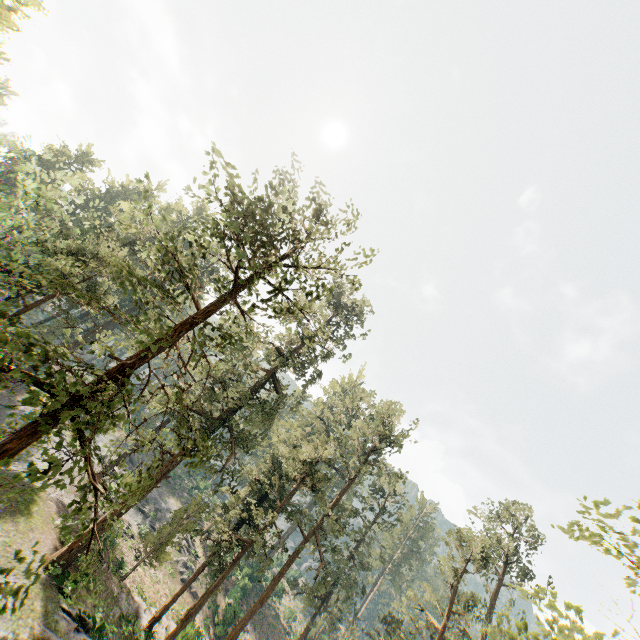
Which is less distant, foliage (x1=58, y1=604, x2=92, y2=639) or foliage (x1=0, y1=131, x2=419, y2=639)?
foliage (x1=0, y1=131, x2=419, y2=639)

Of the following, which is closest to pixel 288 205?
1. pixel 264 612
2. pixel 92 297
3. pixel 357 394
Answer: pixel 92 297

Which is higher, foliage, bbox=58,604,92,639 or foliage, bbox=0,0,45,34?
foliage, bbox=0,0,45,34

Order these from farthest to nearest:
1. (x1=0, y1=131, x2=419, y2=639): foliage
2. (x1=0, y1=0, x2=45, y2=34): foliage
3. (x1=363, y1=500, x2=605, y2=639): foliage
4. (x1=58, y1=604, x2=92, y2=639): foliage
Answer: (x1=0, y1=0, x2=45, y2=34): foliage
(x1=58, y1=604, x2=92, y2=639): foliage
(x1=0, y1=131, x2=419, y2=639): foliage
(x1=363, y1=500, x2=605, y2=639): foliage

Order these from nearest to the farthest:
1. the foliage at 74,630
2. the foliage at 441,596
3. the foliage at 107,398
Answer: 1. the foliage at 441,596
2. the foliage at 107,398
3. the foliage at 74,630

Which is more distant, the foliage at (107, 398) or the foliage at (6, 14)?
the foliage at (6, 14)
